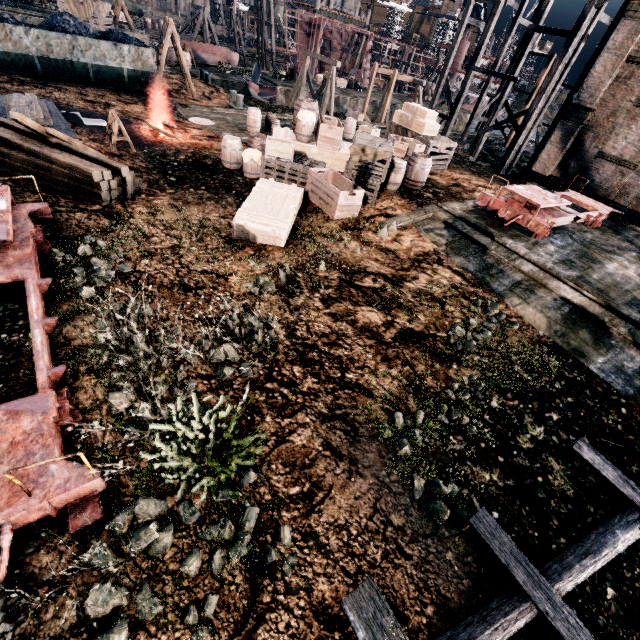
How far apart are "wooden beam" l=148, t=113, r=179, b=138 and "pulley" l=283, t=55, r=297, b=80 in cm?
3263

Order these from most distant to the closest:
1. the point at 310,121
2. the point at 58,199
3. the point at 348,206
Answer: the point at 310,121
the point at 348,206
the point at 58,199

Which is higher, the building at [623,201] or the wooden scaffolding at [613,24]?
the wooden scaffolding at [613,24]

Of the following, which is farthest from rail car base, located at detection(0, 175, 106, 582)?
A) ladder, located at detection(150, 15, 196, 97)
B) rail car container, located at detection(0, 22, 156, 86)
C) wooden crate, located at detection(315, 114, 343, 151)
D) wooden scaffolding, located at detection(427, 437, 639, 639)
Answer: ladder, located at detection(150, 15, 196, 97)

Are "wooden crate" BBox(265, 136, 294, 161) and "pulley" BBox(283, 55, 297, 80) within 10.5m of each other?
no

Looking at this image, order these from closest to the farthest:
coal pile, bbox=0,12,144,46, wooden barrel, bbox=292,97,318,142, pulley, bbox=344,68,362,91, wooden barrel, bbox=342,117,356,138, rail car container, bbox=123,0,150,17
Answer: wooden barrel, bbox=292,97,318,142 < coal pile, bbox=0,12,144,46 < wooden barrel, bbox=342,117,356,138 < pulley, bbox=344,68,362,91 < rail car container, bbox=123,0,150,17

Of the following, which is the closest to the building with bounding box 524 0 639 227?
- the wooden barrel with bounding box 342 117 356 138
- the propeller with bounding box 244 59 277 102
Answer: the propeller with bounding box 244 59 277 102

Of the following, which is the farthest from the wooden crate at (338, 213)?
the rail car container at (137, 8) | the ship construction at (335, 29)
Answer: the rail car container at (137, 8)
